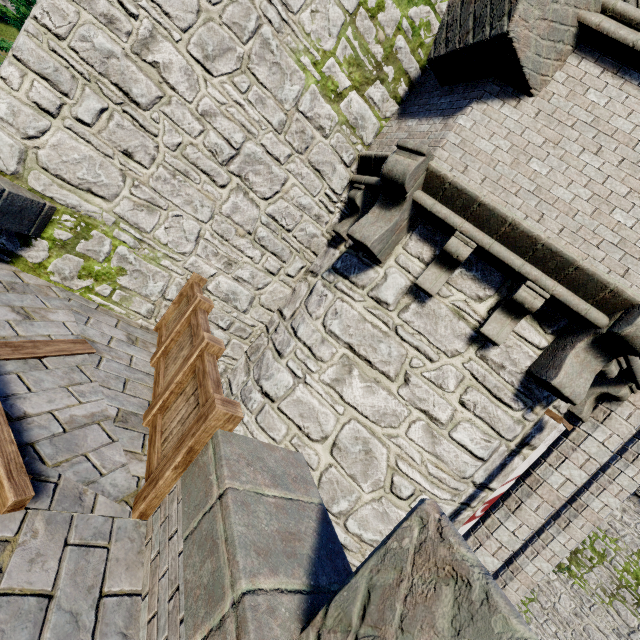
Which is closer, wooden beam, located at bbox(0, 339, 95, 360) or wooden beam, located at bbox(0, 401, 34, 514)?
wooden beam, located at bbox(0, 401, 34, 514)

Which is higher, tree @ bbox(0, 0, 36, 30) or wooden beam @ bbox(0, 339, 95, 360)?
tree @ bbox(0, 0, 36, 30)

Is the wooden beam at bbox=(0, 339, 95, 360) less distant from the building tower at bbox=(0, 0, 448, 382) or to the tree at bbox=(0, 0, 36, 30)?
the building tower at bbox=(0, 0, 448, 382)

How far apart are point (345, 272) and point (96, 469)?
3.9 meters

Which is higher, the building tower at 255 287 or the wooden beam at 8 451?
the building tower at 255 287

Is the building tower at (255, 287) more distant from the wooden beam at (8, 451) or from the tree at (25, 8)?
the tree at (25, 8)

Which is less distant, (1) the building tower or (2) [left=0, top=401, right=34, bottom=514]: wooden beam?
(2) [left=0, top=401, right=34, bottom=514]: wooden beam

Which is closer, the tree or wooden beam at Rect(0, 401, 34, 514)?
wooden beam at Rect(0, 401, 34, 514)
